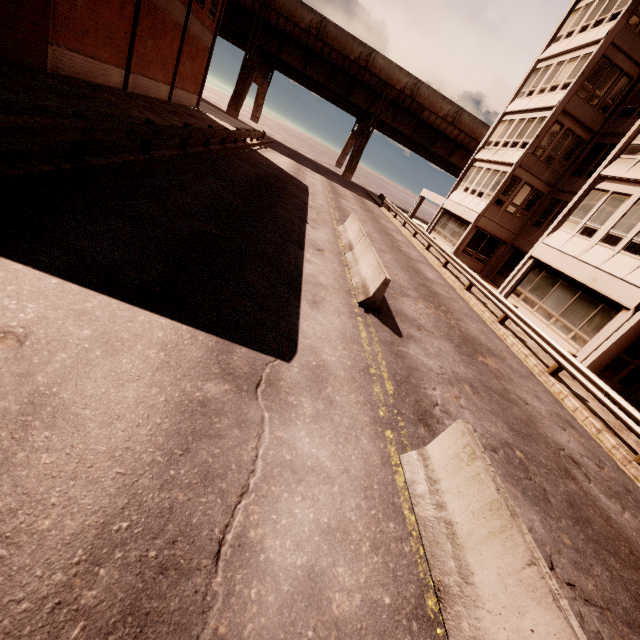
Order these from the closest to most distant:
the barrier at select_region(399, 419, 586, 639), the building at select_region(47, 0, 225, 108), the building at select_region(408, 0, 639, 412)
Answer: the barrier at select_region(399, 419, 586, 639) → the building at select_region(408, 0, 639, 412) → the building at select_region(47, 0, 225, 108)

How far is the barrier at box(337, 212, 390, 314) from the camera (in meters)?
8.38

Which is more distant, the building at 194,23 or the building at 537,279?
the building at 194,23

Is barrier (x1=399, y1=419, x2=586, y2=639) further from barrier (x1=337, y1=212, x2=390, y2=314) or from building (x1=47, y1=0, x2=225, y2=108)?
building (x1=47, y1=0, x2=225, y2=108)

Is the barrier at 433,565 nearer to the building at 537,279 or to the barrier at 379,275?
the barrier at 379,275

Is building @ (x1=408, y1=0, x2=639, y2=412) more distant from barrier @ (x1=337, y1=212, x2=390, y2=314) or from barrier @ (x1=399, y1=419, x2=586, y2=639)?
barrier @ (x1=399, y1=419, x2=586, y2=639)

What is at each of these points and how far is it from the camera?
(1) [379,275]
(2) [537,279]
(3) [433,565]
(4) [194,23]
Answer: (1) barrier, 8.5m
(2) building, 17.1m
(3) barrier, 3.3m
(4) building, 24.7m

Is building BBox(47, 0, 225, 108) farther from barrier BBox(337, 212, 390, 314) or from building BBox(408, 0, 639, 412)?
building BBox(408, 0, 639, 412)
